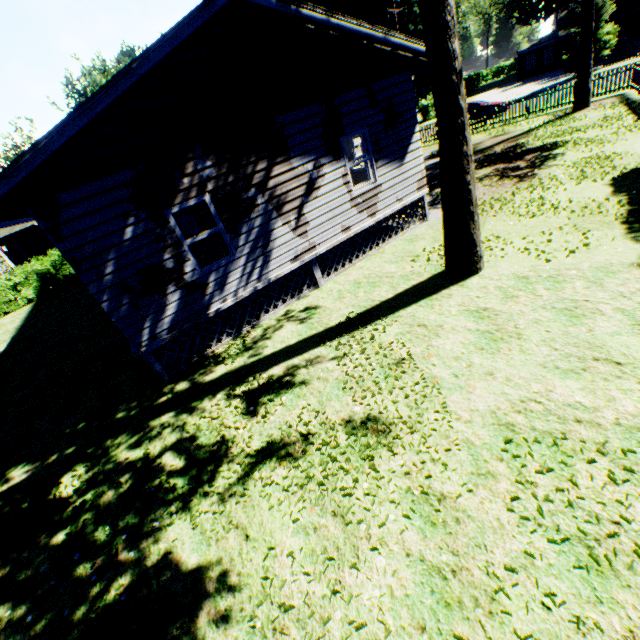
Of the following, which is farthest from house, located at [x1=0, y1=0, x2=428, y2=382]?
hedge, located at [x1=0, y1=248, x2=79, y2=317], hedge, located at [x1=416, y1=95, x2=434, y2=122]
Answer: A: hedge, located at [x1=416, y1=95, x2=434, y2=122]

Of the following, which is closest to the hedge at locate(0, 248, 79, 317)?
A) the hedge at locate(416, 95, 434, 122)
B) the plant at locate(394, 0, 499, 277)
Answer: the plant at locate(394, 0, 499, 277)

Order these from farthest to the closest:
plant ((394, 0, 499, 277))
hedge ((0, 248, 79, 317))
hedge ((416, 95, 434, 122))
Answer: hedge ((416, 95, 434, 122))
hedge ((0, 248, 79, 317))
plant ((394, 0, 499, 277))

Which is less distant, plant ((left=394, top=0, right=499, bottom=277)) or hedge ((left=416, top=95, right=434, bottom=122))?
plant ((left=394, top=0, right=499, bottom=277))

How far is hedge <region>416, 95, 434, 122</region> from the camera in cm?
3731

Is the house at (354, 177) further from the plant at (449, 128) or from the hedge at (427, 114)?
the hedge at (427, 114)

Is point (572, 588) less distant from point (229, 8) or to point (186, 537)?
point (186, 537)

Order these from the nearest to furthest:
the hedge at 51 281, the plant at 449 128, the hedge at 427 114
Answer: the plant at 449 128 < the hedge at 51 281 < the hedge at 427 114
